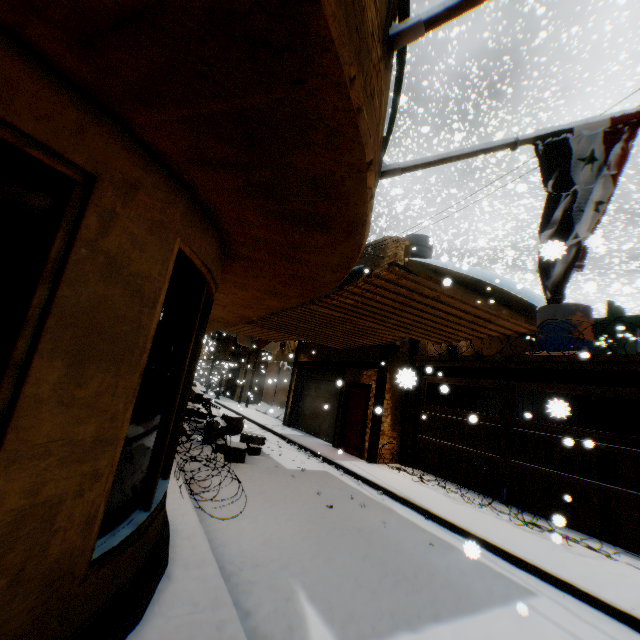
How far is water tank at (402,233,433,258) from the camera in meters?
15.0 m

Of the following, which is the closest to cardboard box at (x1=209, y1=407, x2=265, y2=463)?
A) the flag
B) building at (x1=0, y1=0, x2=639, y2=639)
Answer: building at (x1=0, y1=0, x2=639, y2=639)

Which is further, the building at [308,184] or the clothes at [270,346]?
the clothes at [270,346]

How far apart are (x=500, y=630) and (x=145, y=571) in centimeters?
377cm

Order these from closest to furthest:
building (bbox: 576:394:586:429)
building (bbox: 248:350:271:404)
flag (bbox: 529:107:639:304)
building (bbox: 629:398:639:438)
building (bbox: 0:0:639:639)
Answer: building (bbox: 0:0:639:639)
flag (bbox: 529:107:639:304)
building (bbox: 629:398:639:438)
building (bbox: 576:394:586:429)
building (bbox: 248:350:271:404)

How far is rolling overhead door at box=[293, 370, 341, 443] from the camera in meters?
13.3 m

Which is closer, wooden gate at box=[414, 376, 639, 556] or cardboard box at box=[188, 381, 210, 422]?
wooden gate at box=[414, 376, 639, 556]

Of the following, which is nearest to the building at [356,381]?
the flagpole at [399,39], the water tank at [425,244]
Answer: the flagpole at [399,39]
